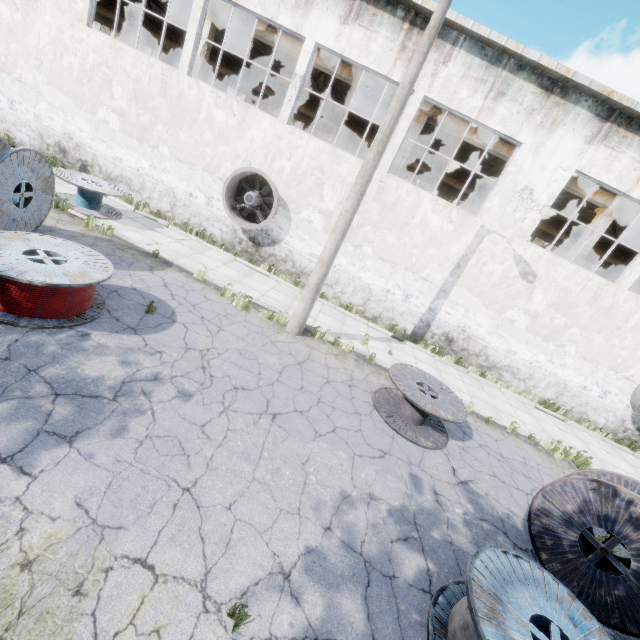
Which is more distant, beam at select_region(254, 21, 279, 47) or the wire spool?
beam at select_region(254, 21, 279, 47)

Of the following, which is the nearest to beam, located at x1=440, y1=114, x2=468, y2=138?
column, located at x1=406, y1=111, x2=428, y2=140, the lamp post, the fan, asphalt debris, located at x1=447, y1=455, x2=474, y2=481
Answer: column, located at x1=406, y1=111, x2=428, y2=140

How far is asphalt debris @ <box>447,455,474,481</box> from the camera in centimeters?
676cm

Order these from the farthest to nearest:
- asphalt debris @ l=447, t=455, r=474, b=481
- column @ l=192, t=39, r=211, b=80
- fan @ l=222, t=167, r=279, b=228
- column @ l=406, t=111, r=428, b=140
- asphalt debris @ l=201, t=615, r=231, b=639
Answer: column @ l=192, t=39, r=211, b=80 → column @ l=406, t=111, r=428, b=140 → fan @ l=222, t=167, r=279, b=228 → asphalt debris @ l=447, t=455, r=474, b=481 → asphalt debris @ l=201, t=615, r=231, b=639

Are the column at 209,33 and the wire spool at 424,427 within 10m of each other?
no

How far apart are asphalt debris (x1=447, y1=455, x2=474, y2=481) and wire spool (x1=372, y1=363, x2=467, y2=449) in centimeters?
18cm

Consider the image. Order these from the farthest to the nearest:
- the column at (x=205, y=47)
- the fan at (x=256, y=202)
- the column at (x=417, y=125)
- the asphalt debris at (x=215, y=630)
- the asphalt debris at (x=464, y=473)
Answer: the column at (x=205, y=47)
the column at (x=417, y=125)
the fan at (x=256, y=202)
the asphalt debris at (x=464, y=473)
the asphalt debris at (x=215, y=630)

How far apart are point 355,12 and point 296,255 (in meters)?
8.15
